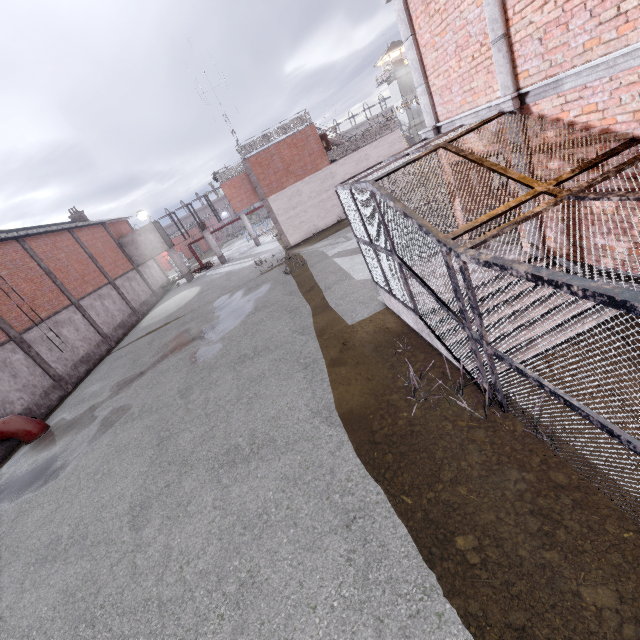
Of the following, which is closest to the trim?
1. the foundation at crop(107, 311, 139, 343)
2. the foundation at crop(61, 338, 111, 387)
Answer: the foundation at crop(61, 338, 111, 387)

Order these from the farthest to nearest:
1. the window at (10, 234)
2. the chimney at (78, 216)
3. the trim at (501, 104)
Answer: the chimney at (78, 216)
the window at (10, 234)
the trim at (501, 104)

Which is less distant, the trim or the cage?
the cage

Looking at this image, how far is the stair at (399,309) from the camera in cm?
675

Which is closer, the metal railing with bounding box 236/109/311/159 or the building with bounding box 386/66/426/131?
the metal railing with bounding box 236/109/311/159

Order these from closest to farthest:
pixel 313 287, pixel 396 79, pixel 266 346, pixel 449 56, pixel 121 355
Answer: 1. pixel 449 56
2. pixel 266 346
3. pixel 313 287
4. pixel 121 355
5. pixel 396 79

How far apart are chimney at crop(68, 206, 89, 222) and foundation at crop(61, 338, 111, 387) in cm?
1680

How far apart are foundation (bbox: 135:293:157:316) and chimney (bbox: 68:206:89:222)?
9.5 meters
